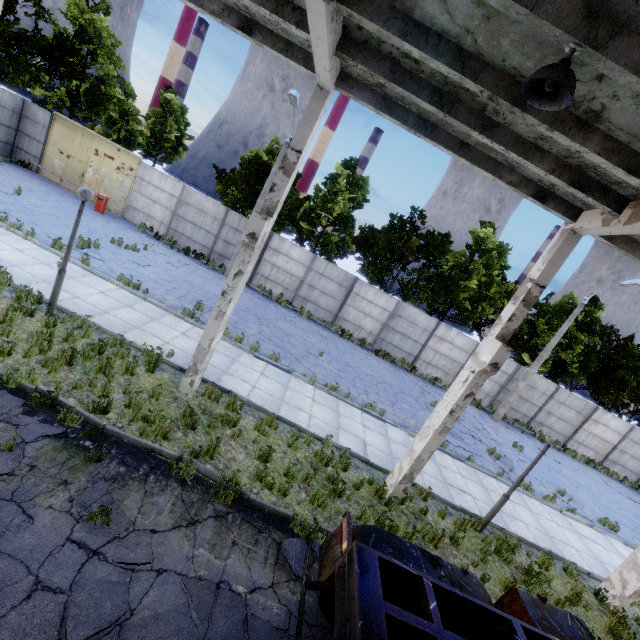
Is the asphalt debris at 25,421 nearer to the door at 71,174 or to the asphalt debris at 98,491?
the asphalt debris at 98,491

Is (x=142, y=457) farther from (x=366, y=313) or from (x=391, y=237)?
(x=391, y=237)

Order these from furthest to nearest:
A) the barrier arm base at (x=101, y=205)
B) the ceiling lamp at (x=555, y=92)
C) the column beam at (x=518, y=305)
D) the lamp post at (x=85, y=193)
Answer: the barrier arm base at (x=101, y=205) → the lamp post at (x=85, y=193) → the column beam at (x=518, y=305) → the ceiling lamp at (x=555, y=92)

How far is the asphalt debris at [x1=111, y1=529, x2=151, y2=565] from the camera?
4.39m

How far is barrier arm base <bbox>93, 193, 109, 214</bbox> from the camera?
18.6m

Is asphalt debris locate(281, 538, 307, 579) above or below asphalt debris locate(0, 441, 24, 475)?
above

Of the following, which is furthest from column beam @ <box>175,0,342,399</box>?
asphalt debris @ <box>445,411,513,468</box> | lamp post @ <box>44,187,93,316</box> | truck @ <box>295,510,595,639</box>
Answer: asphalt debris @ <box>445,411,513,468</box>

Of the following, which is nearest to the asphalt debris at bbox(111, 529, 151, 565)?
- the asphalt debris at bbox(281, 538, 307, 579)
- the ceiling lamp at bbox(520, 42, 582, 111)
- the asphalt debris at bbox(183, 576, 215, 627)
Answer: the asphalt debris at bbox(183, 576, 215, 627)
